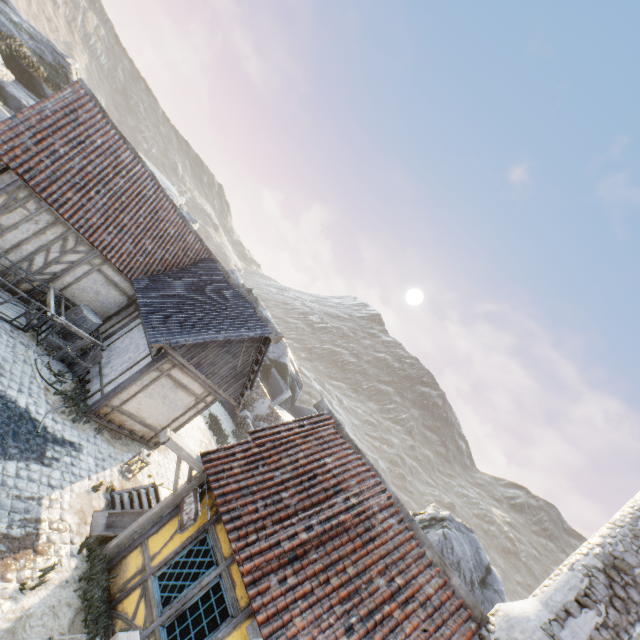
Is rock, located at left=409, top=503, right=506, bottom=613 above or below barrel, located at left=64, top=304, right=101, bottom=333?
above

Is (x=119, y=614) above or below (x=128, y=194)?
below

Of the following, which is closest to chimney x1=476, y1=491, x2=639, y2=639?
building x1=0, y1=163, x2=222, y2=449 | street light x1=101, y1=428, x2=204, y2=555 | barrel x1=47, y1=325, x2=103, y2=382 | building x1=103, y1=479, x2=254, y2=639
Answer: building x1=103, y1=479, x2=254, y2=639

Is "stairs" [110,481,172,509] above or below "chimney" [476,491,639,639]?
below

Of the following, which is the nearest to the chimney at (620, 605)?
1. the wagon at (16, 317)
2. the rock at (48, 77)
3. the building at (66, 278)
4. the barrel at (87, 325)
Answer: the rock at (48, 77)

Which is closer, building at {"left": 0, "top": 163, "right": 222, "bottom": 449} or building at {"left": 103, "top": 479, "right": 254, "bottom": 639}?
building at {"left": 103, "top": 479, "right": 254, "bottom": 639}

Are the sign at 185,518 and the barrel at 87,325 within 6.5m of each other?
no

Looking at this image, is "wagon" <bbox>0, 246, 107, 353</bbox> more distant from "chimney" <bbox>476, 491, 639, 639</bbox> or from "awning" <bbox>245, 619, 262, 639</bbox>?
"chimney" <bbox>476, 491, 639, 639</bbox>
